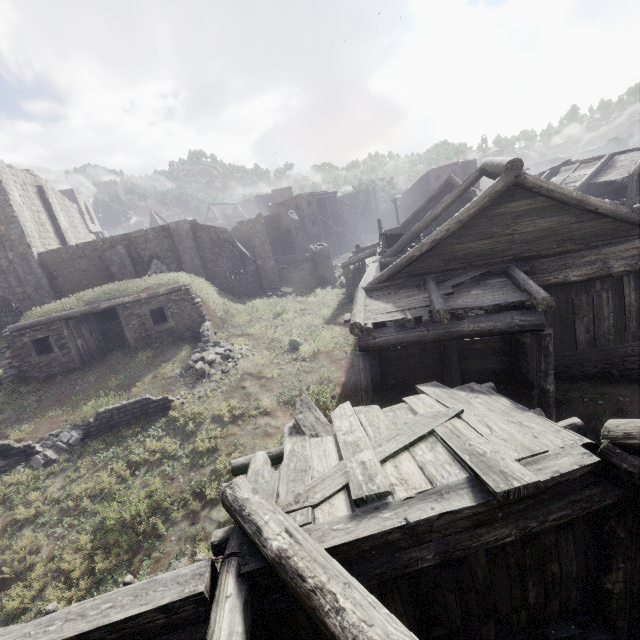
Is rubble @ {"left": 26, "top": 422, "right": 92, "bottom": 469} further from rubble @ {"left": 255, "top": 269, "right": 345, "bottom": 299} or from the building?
rubble @ {"left": 255, "top": 269, "right": 345, "bottom": 299}

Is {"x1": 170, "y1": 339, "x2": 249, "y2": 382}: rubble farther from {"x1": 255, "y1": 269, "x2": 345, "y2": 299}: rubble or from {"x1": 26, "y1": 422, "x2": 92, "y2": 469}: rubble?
{"x1": 255, "y1": 269, "x2": 345, "y2": 299}: rubble

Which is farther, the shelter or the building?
the shelter

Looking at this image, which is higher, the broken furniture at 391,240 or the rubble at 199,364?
the broken furniture at 391,240

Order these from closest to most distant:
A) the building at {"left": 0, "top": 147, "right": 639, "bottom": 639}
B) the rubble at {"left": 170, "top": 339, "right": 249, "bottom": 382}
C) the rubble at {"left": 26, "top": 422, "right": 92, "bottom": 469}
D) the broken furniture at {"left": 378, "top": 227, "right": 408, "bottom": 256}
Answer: Answer: the building at {"left": 0, "top": 147, "right": 639, "bottom": 639} → the rubble at {"left": 26, "top": 422, "right": 92, "bottom": 469} → the rubble at {"left": 170, "top": 339, "right": 249, "bottom": 382} → the broken furniture at {"left": 378, "top": 227, "right": 408, "bottom": 256}

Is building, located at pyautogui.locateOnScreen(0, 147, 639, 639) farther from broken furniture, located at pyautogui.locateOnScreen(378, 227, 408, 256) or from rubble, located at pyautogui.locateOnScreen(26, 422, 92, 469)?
rubble, located at pyautogui.locateOnScreen(26, 422, 92, 469)

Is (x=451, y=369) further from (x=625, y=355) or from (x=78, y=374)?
(x=78, y=374)

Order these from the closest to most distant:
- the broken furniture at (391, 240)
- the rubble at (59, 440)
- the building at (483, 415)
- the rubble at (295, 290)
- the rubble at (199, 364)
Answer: the building at (483, 415) → the rubble at (59, 440) → the rubble at (199, 364) → the broken furniture at (391, 240) → the rubble at (295, 290)
